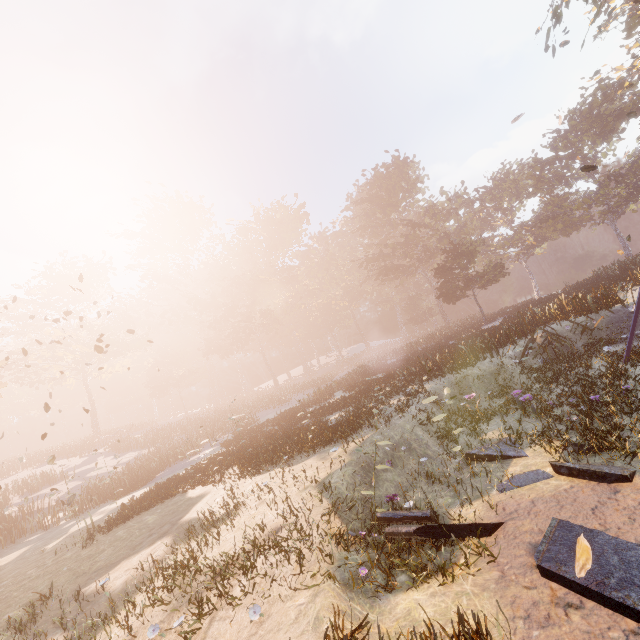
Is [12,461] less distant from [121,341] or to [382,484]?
[121,341]
